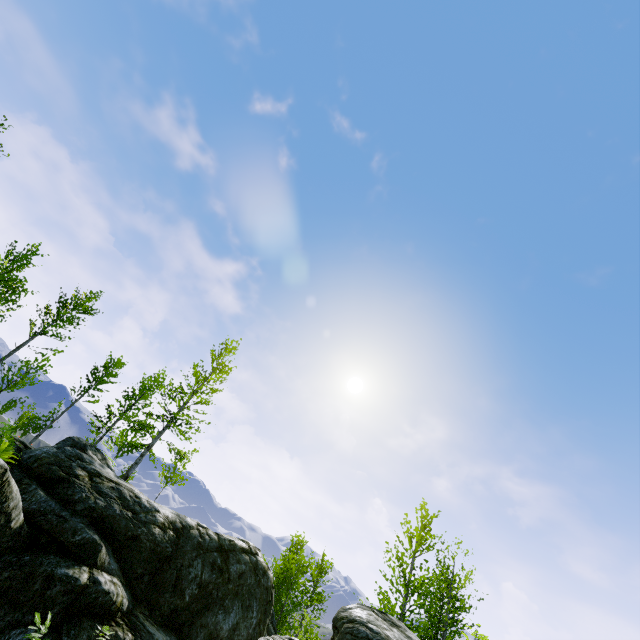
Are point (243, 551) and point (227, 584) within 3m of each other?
yes

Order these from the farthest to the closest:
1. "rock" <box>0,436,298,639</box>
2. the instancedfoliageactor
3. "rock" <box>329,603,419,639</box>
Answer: the instancedfoliageactor
"rock" <box>0,436,298,639</box>
"rock" <box>329,603,419,639</box>

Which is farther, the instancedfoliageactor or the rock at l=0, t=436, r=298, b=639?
the instancedfoliageactor

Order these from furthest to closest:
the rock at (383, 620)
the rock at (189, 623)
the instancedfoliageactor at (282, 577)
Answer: the instancedfoliageactor at (282, 577), the rock at (189, 623), the rock at (383, 620)

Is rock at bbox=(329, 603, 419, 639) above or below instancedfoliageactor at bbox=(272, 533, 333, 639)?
below

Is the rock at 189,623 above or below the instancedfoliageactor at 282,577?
below
